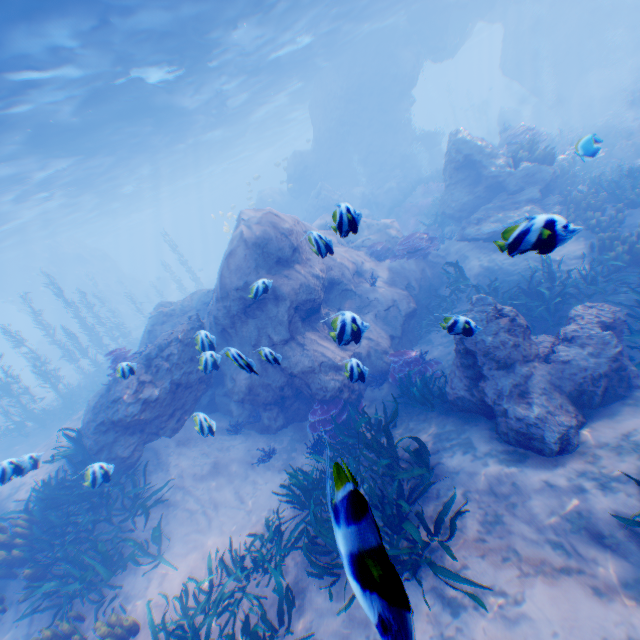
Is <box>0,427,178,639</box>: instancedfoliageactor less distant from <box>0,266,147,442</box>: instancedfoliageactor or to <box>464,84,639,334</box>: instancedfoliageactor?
<box>464,84,639,334</box>: instancedfoliageactor

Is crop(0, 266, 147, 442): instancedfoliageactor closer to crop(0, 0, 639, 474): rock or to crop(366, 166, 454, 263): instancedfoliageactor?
crop(0, 0, 639, 474): rock

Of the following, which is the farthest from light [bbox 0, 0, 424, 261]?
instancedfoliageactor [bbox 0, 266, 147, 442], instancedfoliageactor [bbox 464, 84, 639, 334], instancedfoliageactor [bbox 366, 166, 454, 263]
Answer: instancedfoliageactor [bbox 366, 166, 454, 263]

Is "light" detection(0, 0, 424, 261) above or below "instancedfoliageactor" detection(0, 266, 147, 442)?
above

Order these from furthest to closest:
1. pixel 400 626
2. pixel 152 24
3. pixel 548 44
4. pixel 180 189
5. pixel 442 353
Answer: pixel 180 189 < pixel 548 44 < pixel 152 24 < pixel 442 353 < pixel 400 626

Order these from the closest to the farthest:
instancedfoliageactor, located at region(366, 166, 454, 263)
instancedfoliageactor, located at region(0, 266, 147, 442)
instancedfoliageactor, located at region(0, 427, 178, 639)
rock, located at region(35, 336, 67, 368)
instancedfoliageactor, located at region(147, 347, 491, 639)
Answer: instancedfoliageactor, located at region(147, 347, 491, 639), instancedfoliageactor, located at region(0, 427, 178, 639), instancedfoliageactor, located at region(366, 166, 454, 263), instancedfoliageactor, located at region(0, 266, 147, 442), rock, located at region(35, 336, 67, 368)

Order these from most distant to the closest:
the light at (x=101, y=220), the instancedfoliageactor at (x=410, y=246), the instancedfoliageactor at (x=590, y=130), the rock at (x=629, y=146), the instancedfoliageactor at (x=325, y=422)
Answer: the rock at (x=629, y=146), the instancedfoliageactor at (x=410, y=246), the light at (x=101, y=220), the instancedfoliageactor at (x=590, y=130), the instancedfoliageactor at (x=325, y=422)

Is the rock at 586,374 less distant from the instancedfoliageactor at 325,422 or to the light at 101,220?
the light at 101,220
